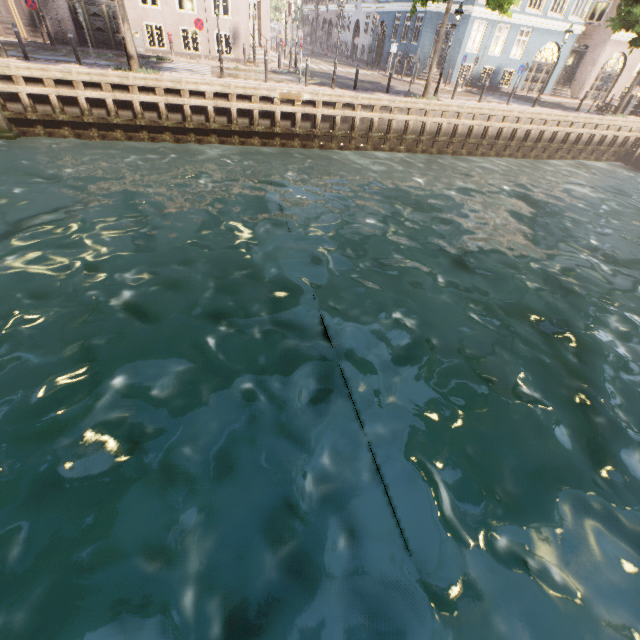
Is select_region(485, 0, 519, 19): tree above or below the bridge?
above

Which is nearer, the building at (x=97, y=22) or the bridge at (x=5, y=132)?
the bridge at (x=5, y=132)

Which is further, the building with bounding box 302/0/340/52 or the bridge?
the building with bounding box 302/0/340/52

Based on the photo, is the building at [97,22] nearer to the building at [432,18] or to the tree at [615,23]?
the tree at [615,23]

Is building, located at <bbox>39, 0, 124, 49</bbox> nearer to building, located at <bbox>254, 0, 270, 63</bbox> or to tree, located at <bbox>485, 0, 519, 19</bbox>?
A: tree, located at <bbox>485, 0, 519, 19</bbox>

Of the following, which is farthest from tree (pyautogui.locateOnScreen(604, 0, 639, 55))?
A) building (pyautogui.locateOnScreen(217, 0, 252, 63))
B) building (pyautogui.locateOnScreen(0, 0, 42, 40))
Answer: building (pyautogui.locateOnScreen(217, 0, 252, 63))

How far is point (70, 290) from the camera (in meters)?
6.85

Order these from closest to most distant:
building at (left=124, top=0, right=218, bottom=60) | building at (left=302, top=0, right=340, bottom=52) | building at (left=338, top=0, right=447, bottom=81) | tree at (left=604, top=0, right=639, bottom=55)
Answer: tree at (left=604, top=0, right=639, bottom=55)
building at (left=124, top=0, right=218, bottom=60)
building at (left=338, top=0, right=447, bottom=81)
building at (left=302, top=0, right=340, bottom=52)
